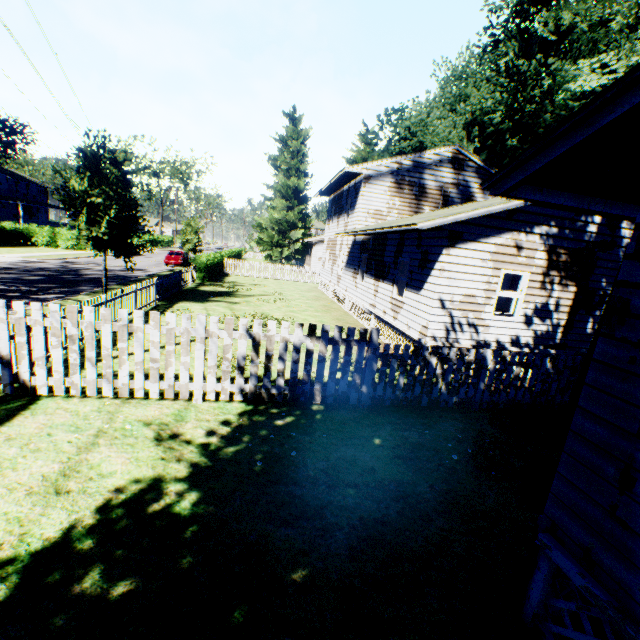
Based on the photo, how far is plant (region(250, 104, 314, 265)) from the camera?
44.84m

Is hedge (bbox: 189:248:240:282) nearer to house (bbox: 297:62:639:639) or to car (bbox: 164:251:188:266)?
car (bbox: 164:251:188:266)

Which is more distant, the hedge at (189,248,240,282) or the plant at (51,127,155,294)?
the hedge at (189,248,240,282)

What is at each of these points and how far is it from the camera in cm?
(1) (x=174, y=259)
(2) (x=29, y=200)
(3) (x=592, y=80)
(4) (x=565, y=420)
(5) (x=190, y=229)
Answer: (1) car, 3225
(2) house, 5416
(3) plant, 2250
(4) plant, 687
(5) plant, 3234

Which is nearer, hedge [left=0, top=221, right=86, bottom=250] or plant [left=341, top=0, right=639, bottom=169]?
plant [left=341, top=0, right=639, bottom=169]

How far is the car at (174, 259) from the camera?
32.2m

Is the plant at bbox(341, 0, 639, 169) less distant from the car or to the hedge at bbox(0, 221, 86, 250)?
the car

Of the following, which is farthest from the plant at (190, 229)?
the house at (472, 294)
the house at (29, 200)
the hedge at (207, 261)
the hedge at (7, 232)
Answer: the hedge at (7, 232)
